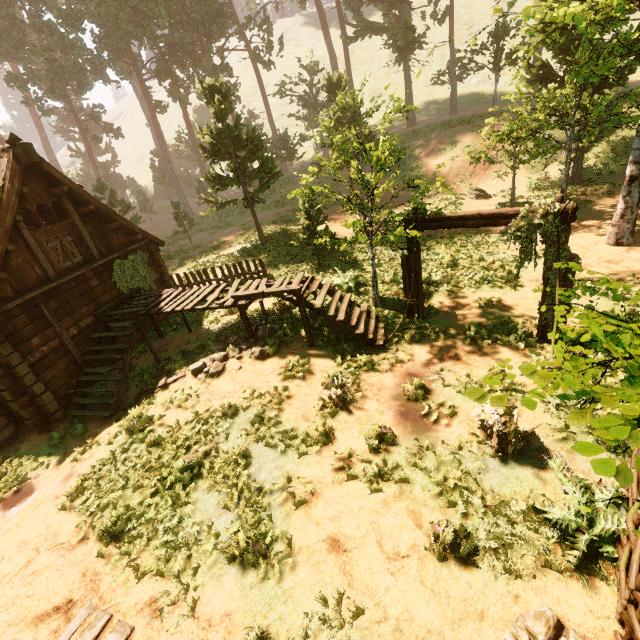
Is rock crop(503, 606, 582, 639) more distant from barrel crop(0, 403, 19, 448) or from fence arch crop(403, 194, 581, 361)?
barrel crop(0, 403, 19, 448)

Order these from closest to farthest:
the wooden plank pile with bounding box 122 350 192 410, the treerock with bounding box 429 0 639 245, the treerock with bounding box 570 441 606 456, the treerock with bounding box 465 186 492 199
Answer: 1. the treerock with bounding box 570 441 606 456
2. the wooden plank pile with bounding box 122 350 192 410
3. the treerock with bounding box 429 0 639 245
4. the treerock with bounding box 465 186 492 199

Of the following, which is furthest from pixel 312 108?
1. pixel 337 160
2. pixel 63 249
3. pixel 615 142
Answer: pixel 63 249

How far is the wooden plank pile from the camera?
10.0m

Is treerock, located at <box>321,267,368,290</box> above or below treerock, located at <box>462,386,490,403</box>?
below

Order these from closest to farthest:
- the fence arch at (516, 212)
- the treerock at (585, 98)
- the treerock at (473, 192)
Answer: the fence arch at (516, 212)
the treerock at (585, 98)
the treerock at (473, 192)

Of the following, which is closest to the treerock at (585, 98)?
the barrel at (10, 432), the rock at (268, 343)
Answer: the rock at (268, 343)

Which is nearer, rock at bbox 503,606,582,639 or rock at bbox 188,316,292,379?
rock at bbox 503,606,582,639
